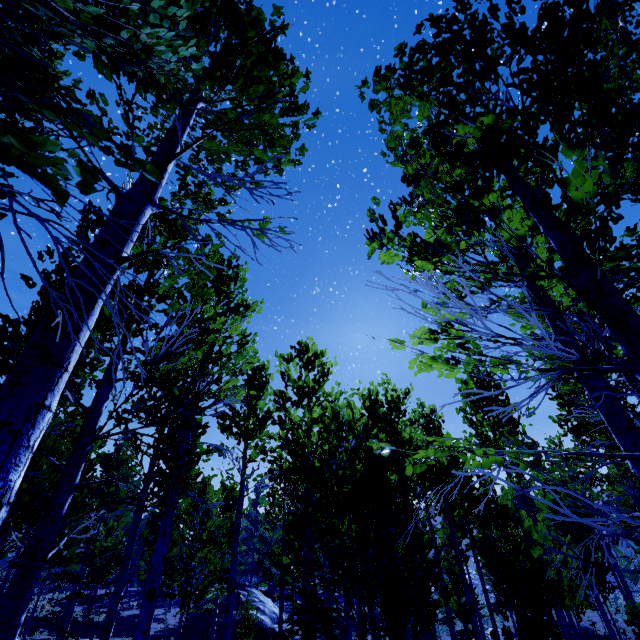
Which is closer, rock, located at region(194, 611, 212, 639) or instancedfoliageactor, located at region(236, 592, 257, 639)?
instancedfoliageactor, located at region(236, 592, 257, 639)

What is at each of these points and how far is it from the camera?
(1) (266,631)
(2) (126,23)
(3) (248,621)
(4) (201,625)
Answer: (1) rock, 18.7 meters
(2) instancedfoliageactor, 1.2 meters
(3) instancedfoliageactor, 16.7 meters
(4) rock, 18.7 meters

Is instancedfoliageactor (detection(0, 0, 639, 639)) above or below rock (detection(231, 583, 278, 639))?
above

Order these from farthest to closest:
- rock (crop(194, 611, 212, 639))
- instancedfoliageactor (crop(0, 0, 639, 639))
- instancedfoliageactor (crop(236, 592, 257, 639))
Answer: rock (crop(194, 611, 212, 639)) < instancedfoliageactor (crop(236, 592, 257, 639)) < instancedfoliageactor (crop(0, 0, 639, 639))

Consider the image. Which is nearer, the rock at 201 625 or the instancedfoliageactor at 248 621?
the instancedfoliageactor at 248 621

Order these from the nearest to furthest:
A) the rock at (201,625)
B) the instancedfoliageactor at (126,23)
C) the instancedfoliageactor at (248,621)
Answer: the instancedfoliageactor at (126,23) → the instancedfoliageactor at (248,621) → the rock at (201,625)
